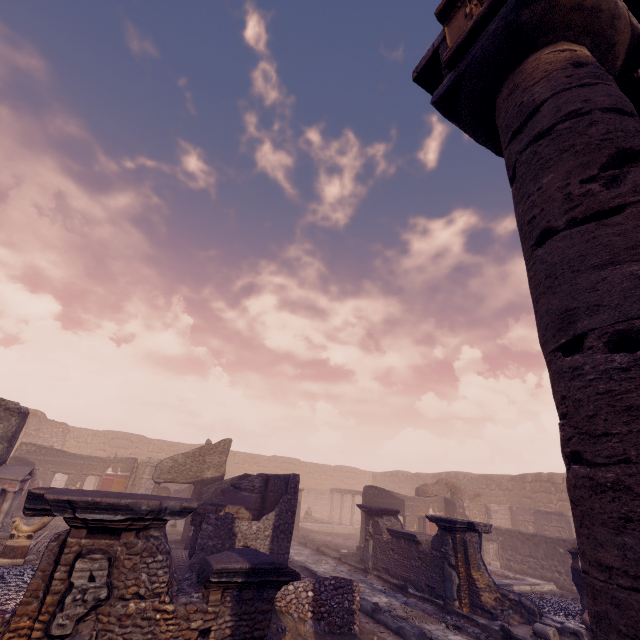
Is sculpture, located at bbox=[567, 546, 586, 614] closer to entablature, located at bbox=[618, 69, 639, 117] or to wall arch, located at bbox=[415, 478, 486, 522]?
entablature, located at bbox=[618, 69, 639, 117]

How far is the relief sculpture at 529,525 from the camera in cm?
1956

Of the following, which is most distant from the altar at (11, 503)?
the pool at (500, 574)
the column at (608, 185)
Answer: the column at (608, 185)

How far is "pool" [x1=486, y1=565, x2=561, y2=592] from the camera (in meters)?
11.65

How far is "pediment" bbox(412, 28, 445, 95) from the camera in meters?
4.0 m

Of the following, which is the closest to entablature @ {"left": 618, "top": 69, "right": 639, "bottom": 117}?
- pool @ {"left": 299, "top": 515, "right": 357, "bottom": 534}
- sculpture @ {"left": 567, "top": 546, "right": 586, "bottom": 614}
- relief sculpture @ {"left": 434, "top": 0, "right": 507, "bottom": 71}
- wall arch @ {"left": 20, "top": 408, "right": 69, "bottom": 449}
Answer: relief sculpture @ {"left": 434, "top": 0, "right": 507, "bottom": 71}

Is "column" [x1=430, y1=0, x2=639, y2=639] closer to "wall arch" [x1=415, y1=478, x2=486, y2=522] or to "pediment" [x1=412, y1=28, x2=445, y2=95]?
"pediment" [x1=412, y1=28, x2=445, y2=95]

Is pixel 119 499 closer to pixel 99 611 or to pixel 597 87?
pixel 99 611
